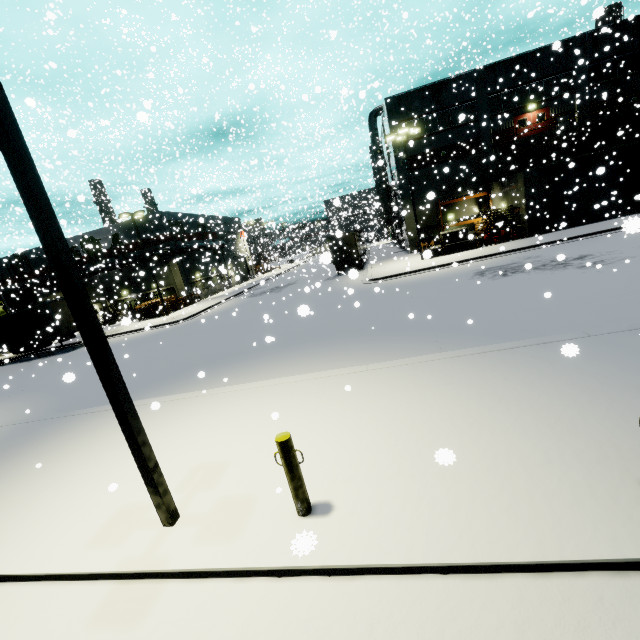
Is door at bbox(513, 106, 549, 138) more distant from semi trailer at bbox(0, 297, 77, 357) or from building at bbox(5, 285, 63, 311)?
semi trailer at bbox(0, 297, 77, 357)

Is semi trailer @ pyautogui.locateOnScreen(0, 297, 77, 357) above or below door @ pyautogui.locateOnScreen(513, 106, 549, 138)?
below

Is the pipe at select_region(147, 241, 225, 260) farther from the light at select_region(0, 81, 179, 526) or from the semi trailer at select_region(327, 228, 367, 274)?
the light at select_region(0, 81, 179, 526)

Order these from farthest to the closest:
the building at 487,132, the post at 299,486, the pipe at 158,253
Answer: the pipe at 158,253, the building at 487,132, the post at 299,486

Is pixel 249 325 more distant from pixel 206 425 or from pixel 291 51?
pixel 291 51

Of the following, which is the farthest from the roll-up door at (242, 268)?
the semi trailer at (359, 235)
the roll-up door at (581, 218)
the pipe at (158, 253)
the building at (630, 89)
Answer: the roll-up door at (581, 218)

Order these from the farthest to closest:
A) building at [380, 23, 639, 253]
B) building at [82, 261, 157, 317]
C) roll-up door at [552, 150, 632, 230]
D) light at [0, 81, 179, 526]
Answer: building at [82, 261, 157, 317] → building at [380, 23, 639, 253] → roll-up door at [552, 150, 632, 230] → light at [0, 81, 179, 526]

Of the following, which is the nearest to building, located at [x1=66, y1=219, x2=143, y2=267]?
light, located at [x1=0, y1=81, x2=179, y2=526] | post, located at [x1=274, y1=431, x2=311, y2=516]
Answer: post, located at [x1=274, y1=431, x2=311, y2=516]
